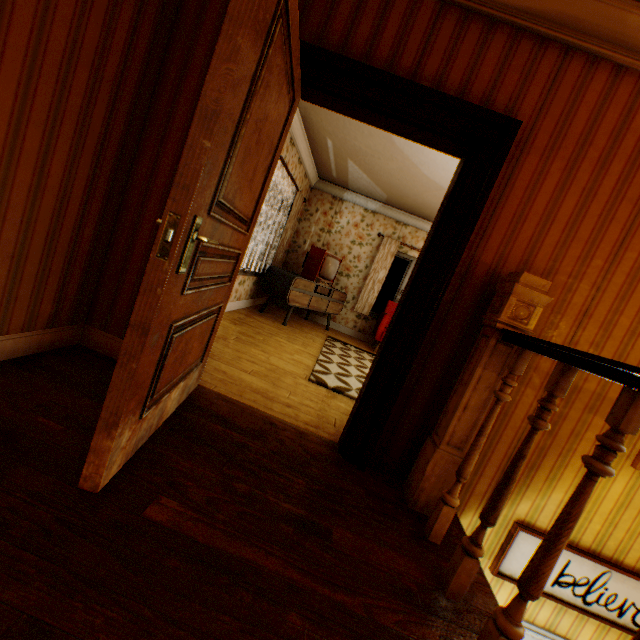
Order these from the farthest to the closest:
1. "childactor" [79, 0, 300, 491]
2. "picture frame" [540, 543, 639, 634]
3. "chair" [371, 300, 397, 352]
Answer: "chair" [371, 300, 397, 352] → "picture frame" [540, 543, 639, 634] → "childactor" [79, 0, 300, 491]

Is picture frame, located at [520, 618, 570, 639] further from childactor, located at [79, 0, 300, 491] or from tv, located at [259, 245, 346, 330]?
tv, located at [259, 245, 346, 330]

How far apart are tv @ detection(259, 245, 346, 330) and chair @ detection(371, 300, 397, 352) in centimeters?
87cm

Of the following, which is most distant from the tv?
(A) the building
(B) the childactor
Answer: (B) the childactor

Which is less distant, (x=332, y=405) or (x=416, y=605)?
(x=416, y=605)

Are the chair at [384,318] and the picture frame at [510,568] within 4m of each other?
no

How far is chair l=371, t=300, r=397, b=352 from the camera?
6.9 meters

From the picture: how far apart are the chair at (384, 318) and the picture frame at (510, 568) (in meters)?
4.61
